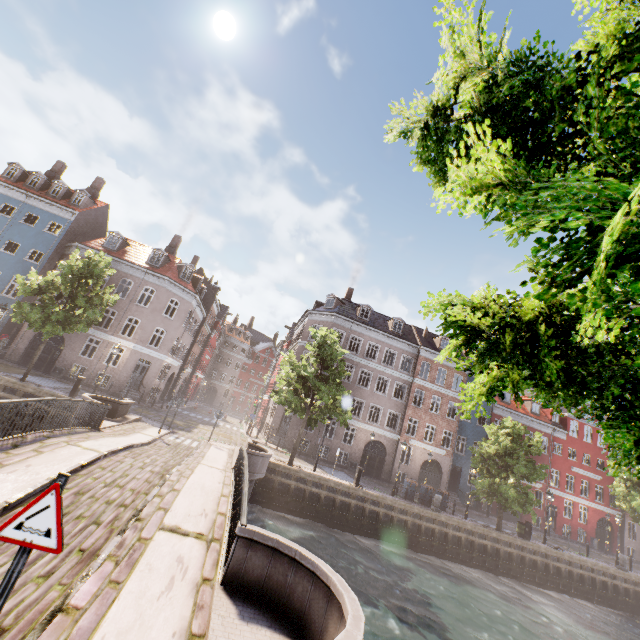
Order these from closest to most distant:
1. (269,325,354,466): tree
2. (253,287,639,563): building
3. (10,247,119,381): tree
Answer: (10,247,119,381): tree → (269,325,354,466): tree → (253,287,639,563): building

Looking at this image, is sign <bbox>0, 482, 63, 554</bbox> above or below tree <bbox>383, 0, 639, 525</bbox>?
below

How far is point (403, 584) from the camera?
14.5 meters

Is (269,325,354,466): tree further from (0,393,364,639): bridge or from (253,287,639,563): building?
(253,287,639,563): building

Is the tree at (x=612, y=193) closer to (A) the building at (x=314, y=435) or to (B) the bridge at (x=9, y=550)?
(B) the bridge at (x=9, y=550)

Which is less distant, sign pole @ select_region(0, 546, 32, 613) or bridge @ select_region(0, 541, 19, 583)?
sign pole @ select_region(0, 546, 32, 613)

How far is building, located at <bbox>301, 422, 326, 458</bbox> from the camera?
29.6m

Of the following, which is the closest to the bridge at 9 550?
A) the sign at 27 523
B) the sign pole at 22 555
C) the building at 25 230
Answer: the sign pole at 22 555
